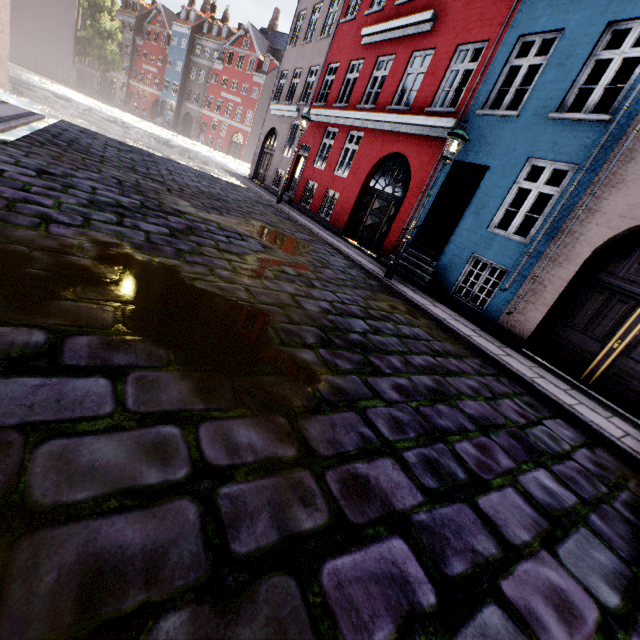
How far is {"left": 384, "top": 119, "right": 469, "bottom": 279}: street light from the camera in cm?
714

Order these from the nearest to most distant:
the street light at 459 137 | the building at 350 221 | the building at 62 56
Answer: the building at 350 221 → the street light at 459 137 → the building at 62 56

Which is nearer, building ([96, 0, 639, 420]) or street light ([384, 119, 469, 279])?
building ([96, 0, 639, 420])

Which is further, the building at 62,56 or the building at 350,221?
the building at 62,56

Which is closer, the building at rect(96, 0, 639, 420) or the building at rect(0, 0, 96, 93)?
the building at rect(96, 0, 639, 420)

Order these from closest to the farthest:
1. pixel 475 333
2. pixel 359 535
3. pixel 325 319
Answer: pixel 359 535 → pixel 325 319 → pixel 475 333

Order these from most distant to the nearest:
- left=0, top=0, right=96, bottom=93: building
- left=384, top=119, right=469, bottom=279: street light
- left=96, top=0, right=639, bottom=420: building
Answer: left=0, top=0, right=96, bottom=93: building
left=384, top=119, right=469, bottom=279: street light
left=96, top=0, right=639, bottom=420: building
